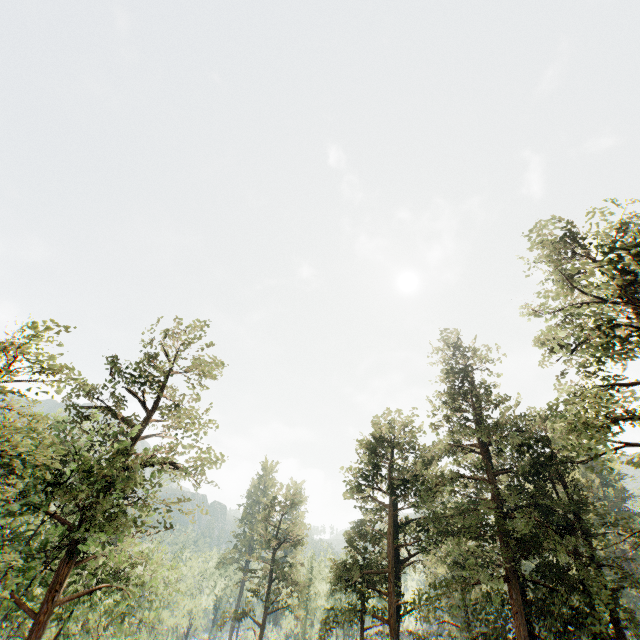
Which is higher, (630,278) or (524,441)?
(630,278)

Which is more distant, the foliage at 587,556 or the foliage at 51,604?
the foliage at 587,556

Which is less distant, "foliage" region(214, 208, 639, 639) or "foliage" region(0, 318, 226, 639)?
"foliage" region(0, 318, 226, 639)
